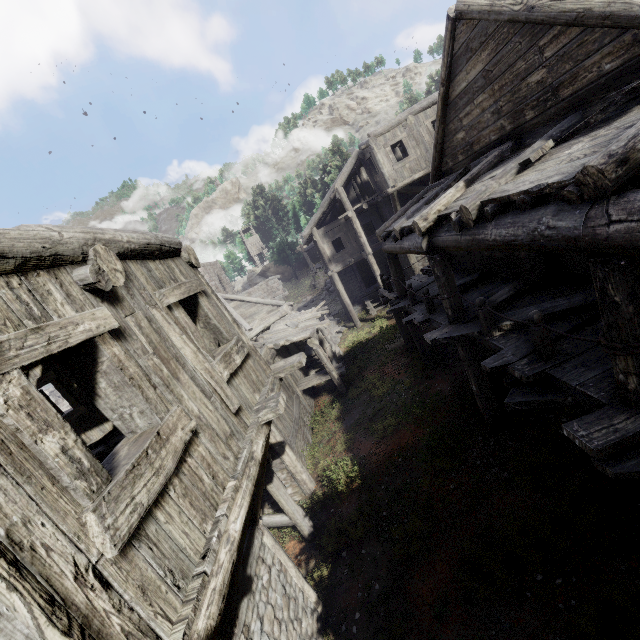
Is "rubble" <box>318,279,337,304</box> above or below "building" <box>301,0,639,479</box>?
below

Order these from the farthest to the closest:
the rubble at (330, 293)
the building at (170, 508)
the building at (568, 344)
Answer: the rubble at (330, 293) < the building at (568, 344) < the building at (170, 508)

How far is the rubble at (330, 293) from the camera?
33.5 meters

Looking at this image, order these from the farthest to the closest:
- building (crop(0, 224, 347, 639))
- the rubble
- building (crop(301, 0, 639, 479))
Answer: the rubble
building (crop(301, 0, 639, 479))
building (crop(0, 224, 347, 639))

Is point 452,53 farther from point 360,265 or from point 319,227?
point 360,265

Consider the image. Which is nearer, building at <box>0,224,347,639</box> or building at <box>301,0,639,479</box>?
building at <box>0,224,347,639</box>

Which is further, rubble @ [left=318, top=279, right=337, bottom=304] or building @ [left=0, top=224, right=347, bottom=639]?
rubble @ [left=318, top=279, right=337, bottom=304]
